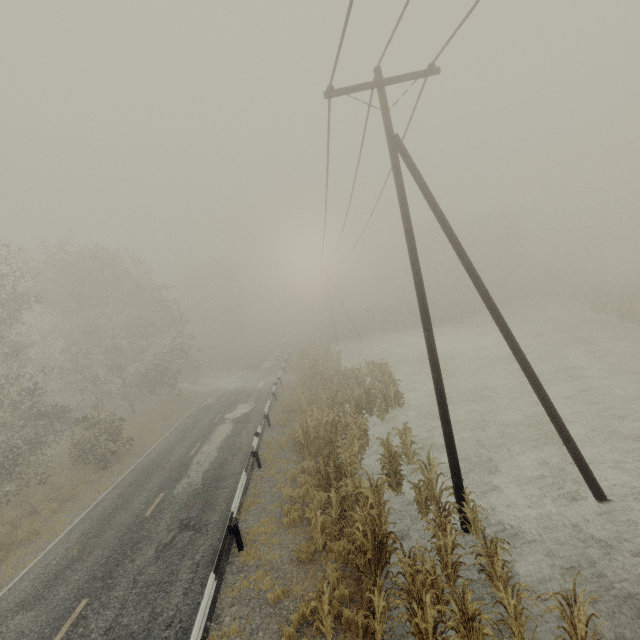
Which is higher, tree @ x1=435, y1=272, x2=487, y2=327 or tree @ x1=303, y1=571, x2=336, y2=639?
tree @ x1=435, y1=272, x2=487, y2=327

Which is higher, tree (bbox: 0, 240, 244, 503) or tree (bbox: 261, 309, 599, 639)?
tree (bbox: 0, 240, 244, 503)

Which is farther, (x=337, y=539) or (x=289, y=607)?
(x=337, y=539)

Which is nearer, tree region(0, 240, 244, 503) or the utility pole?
the utility pole

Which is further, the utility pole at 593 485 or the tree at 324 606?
the utility pole at 593 485

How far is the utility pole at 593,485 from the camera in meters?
8.1

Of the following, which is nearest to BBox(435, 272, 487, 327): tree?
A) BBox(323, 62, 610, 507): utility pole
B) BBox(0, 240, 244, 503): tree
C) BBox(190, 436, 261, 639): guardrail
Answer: BBox(190, 436, 261, 639): guardrail

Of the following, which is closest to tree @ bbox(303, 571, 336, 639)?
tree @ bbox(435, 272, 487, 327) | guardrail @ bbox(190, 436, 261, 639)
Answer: guardrail @ bbox(190, 436, 261, 639)
